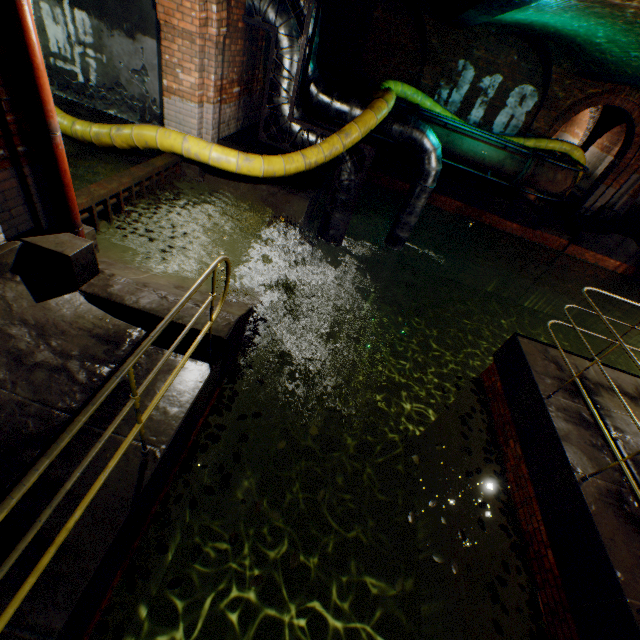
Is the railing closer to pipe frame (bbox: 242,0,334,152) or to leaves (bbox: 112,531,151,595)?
leaves (bbox: 112,531,151,595)

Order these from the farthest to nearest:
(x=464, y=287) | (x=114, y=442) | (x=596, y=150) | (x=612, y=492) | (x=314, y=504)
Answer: (x=596, y=150) < (x=464, y=287) < (x=314, y=504) < (x=612, y=492) < (x=114, y=442)

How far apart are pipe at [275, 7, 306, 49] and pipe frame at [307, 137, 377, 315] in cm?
4

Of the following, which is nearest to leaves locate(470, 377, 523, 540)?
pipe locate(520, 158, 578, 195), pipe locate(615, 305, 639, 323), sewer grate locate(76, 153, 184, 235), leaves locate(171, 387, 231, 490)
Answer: leaves locate(171, 387, 231, 490)

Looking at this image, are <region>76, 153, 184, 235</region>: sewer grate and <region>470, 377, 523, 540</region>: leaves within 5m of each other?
no

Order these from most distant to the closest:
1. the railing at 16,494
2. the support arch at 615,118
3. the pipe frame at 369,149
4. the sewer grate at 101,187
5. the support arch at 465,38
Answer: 1. the support arch at 615,118
2. the support arch at 465,38
3. the pipe frame at 369,149
4. the sewer grate at 101,187
5. the railing at 16,494

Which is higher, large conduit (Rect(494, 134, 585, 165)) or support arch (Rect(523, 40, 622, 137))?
support arch (Rect(523, 40, 622, 137))

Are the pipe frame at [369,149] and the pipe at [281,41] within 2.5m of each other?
yes
